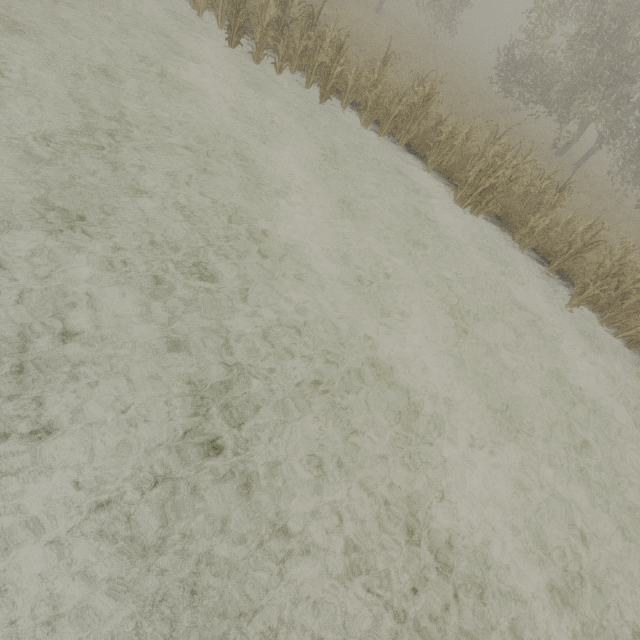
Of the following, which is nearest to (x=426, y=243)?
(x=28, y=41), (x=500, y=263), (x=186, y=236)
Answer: (x=500, y=263)
